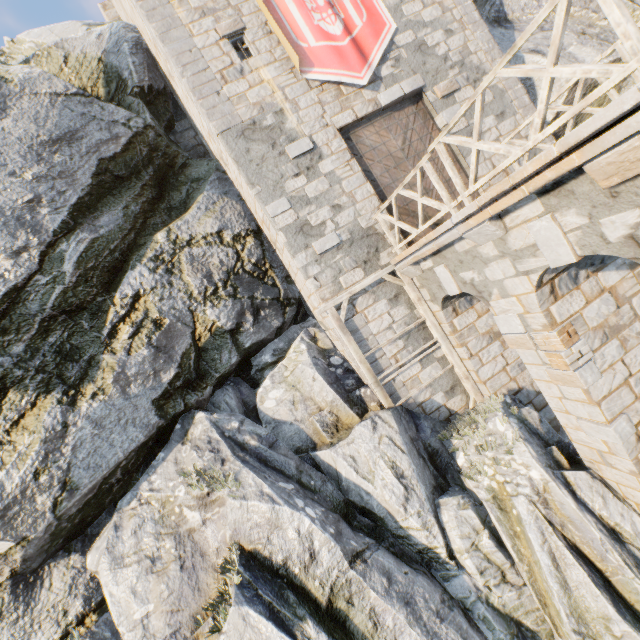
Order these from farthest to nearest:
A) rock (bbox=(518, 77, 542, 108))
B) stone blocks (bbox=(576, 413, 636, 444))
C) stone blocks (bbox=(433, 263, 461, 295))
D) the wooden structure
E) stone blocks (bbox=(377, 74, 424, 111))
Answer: rock (bbox=(518, 77, 542, 108))
stone blocks (bbox=(377, 74, 424, 111))
the wooden structure
stone blocks (bbox=(433, 263, 461, 295))
stone blocks (bbox=(576, 413, 636, 444))

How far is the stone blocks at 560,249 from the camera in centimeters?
437cm

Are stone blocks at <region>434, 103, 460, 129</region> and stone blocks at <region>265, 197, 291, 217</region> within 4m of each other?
no

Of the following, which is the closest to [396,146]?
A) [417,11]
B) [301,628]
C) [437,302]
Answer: [417,11]

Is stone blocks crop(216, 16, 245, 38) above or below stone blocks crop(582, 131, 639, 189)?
above

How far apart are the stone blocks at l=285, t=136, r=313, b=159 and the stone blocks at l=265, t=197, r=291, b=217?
1.06m

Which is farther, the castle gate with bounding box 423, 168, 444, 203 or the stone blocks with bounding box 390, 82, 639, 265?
the castle gate with bounding box 423, 168, 444, 203

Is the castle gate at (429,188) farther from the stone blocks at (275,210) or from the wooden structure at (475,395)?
the stone blocks at (275,210)
